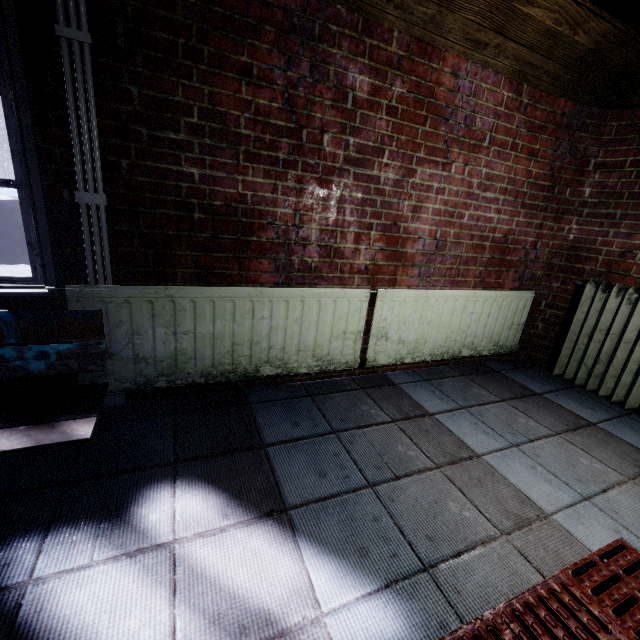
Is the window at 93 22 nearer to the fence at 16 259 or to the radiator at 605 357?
the radiator at 605 357

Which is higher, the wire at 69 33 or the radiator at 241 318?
the wire at 69 33

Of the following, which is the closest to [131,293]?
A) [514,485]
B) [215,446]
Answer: [215,446]

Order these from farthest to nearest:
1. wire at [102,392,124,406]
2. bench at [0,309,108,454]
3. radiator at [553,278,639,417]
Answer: radiator at [553,278,639,417], wire at [102,392,124,406], bench at [0,309,108,454]

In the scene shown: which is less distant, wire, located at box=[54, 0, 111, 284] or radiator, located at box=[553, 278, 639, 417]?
wire, located at box=[54, 0, 111, 284]

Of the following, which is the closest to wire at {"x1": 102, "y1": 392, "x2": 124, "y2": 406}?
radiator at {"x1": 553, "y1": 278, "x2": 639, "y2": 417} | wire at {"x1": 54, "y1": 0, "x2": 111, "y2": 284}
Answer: wire at {"x1": 54, "y1": 0, "x2": 111, "y2": 284}

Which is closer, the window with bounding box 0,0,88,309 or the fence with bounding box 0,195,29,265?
the window with bounding box 0,0,88,309

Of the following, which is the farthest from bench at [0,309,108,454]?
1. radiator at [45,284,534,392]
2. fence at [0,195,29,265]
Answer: fence at [0,195,29,265]
